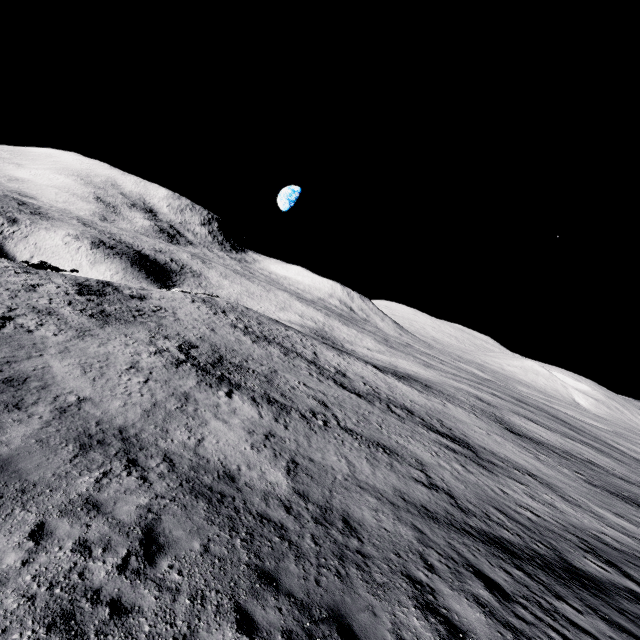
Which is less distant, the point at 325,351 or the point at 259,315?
the point at 325,351
